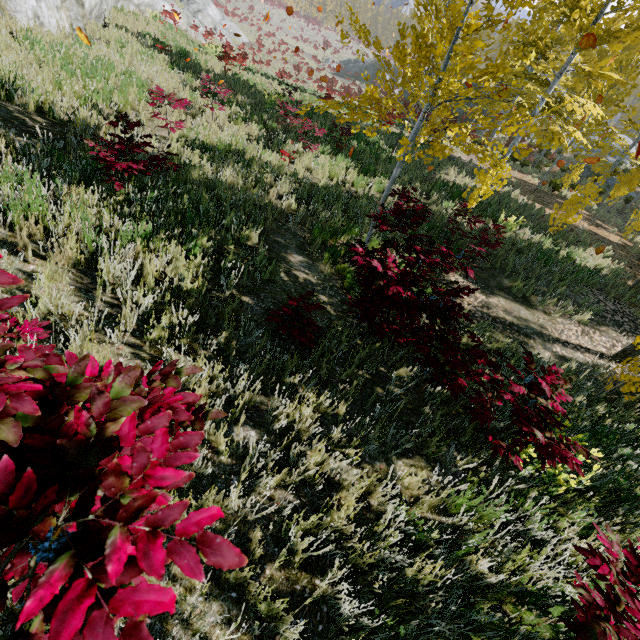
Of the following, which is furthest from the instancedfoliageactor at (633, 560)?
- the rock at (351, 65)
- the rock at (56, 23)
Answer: the rock at (56, 23)

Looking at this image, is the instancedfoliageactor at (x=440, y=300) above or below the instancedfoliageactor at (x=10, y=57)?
above

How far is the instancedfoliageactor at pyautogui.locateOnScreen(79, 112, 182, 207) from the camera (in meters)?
4.01

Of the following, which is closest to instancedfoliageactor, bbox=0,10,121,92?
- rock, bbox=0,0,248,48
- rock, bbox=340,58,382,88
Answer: rock, bbox=340,58,382,88

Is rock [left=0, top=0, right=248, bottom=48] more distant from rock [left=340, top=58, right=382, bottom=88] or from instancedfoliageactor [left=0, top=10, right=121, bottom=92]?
rock [left=340, top=58, right=382, bottom=88]

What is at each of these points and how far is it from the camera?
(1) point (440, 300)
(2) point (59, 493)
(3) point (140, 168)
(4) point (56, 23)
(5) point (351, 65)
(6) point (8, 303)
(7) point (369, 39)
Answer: (1) instancedfoliageactor, 3.18m
(2) instancedfoliageactor, 0.82m
(3) instancedfoliageactor, 4.31m
(4) rock, 9.02m
(5) rock, 45.88m
(6) instancedfoliageactor, 0.97m
(7) instancedfoliageactor, 4.79m

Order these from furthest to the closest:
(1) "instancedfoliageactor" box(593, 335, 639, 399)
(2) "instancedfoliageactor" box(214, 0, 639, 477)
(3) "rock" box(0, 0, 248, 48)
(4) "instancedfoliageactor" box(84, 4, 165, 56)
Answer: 1. (4) "instancedfoliageactor" box(84, 4, 165, 56)
2. (3) "rock" box(0, 0, 248, 48)
3. (1) "instancedfoliageactor" box(593, 335, 639, 399)
4. (2) "instancedfoliageactor" box(214, 0, 639, 477)
